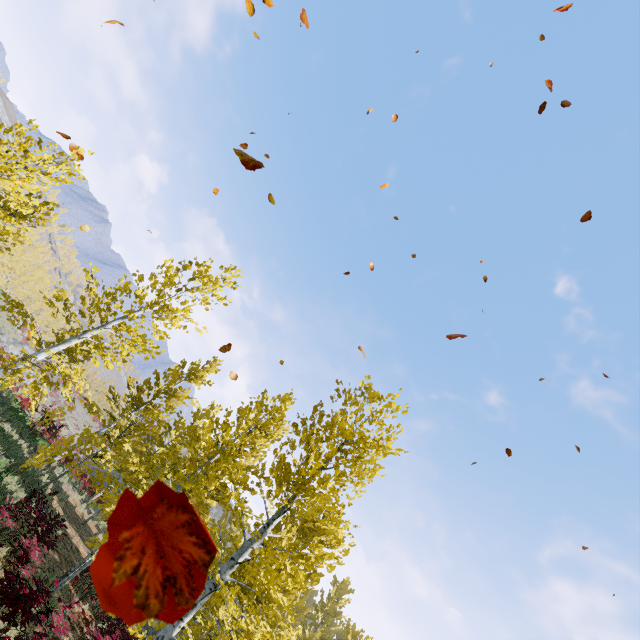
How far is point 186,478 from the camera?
8.2m

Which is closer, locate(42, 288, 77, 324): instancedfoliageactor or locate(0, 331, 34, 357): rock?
locate(42, 288, 77, 324): instancedfoliageactor

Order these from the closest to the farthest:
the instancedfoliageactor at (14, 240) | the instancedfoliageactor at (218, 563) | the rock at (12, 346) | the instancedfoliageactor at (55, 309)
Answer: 1. the instancedfoliageactor at (14, 240)
2. the instancedfoliageactor at (218, 563)
3. the instancedfoliageactor at (55, 309)
4. the rock at (12, 346)

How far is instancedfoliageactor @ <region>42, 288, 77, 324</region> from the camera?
10.19m

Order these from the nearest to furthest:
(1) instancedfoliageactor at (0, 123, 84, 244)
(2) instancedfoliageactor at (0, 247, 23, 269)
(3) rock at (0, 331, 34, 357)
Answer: (1) instancedfoliageactor at (0, 123, 84, 244) < (2) instancedfoliageactor at (0, 247, 23, 269) < (3) rock at (0, 331, 34, 357)

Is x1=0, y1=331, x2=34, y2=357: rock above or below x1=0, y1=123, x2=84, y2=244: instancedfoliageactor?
below

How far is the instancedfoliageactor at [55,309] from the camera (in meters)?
10.19
